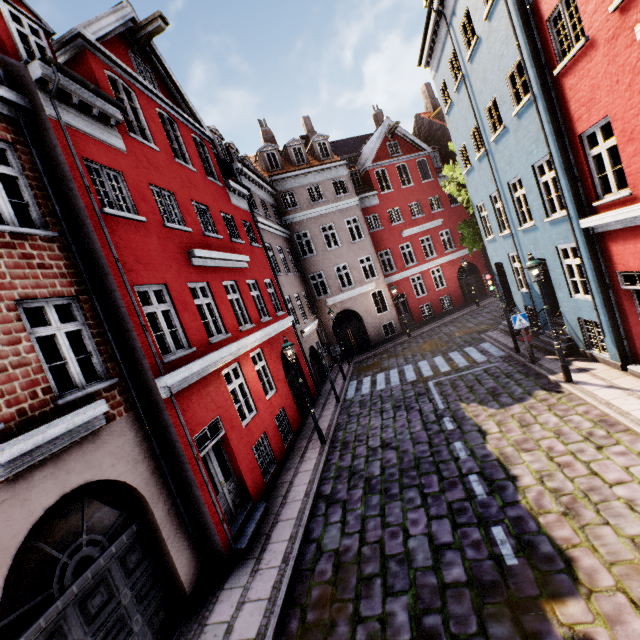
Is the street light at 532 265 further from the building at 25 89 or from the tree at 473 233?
the tree at 473 233

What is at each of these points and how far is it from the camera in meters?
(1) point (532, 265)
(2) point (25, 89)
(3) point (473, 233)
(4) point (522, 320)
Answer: (1) street light, 9.1 m
(2) building, 6.2 m
(3) tree, 18.6 m
(4) sign, 11.2 m

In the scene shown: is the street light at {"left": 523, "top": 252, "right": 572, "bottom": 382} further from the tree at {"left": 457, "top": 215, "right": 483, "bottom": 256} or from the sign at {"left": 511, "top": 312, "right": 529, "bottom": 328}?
the tree at {"left": 457, "top": 215, "right": 483, "bottom": 256}

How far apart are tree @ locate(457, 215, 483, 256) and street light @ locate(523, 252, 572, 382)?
10.47m

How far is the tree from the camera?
18.28m

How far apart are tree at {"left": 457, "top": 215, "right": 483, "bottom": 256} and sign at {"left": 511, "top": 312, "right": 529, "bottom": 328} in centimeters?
892cm

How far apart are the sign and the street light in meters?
1.8 m
